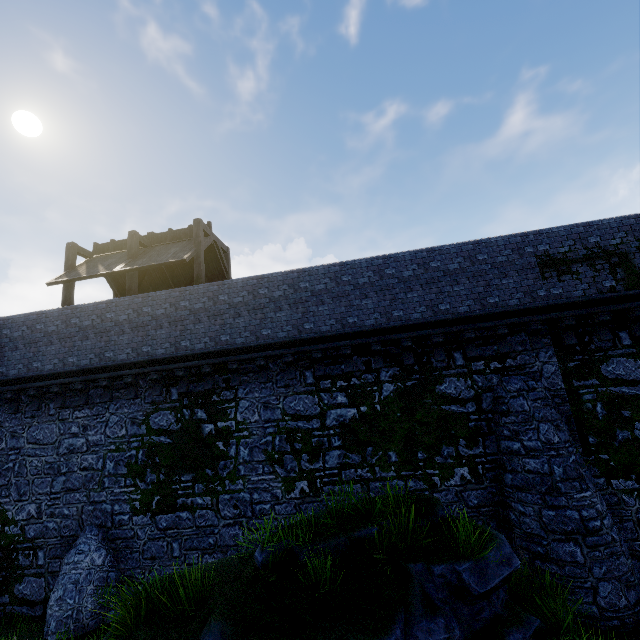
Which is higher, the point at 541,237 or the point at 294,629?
the point at 541,237

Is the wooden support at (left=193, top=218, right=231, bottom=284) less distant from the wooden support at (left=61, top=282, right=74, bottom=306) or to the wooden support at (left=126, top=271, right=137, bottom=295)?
the wooden support at (left=126, top=271, right=137, bottom=295)

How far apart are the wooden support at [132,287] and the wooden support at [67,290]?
2.7m

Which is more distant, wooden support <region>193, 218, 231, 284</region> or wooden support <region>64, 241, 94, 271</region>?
wooden support <region>64, 241, 94, 271</region>

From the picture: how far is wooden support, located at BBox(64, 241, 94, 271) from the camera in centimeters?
1397cm

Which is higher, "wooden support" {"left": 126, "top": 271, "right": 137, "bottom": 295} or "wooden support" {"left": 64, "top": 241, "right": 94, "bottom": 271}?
"wooden support" {"left": 64, "top": 241, "right": 94, "bottom": 271}

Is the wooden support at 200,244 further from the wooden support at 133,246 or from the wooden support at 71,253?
the wooden support at 71,253

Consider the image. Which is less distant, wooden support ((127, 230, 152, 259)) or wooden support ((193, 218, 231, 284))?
wooden support ((193, 218, 231, 284))
